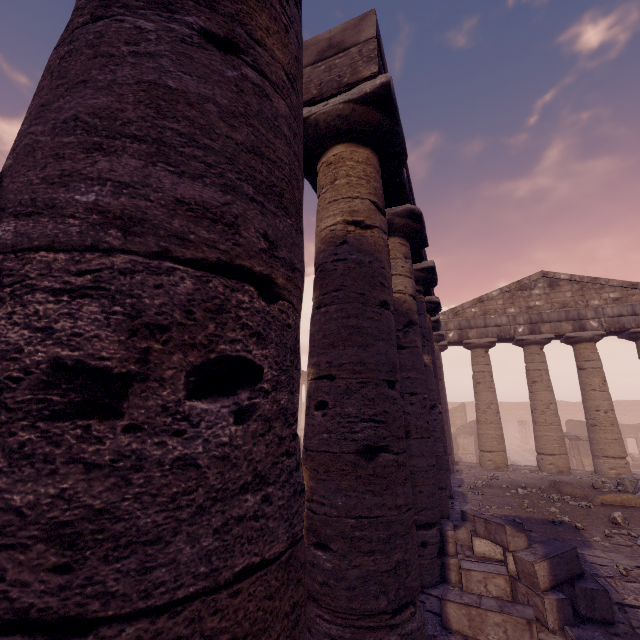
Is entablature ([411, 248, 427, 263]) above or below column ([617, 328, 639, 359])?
above

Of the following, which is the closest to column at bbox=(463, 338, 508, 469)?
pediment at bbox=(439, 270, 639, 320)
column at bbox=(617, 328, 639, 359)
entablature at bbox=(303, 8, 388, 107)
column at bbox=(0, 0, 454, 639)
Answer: entablature at bbox=(303, 8, 388, 107)

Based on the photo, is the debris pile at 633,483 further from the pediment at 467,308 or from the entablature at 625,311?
the pediment at 467,308

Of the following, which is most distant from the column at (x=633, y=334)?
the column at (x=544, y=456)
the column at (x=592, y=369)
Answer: the column at (x=544, y=456)

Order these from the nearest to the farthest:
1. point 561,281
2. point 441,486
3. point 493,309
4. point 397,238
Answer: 1. point 397,238
2. point 441,486
3. point 561,281
4. point 493,309

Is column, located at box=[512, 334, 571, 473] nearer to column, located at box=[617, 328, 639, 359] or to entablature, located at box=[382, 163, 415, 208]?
entablature, located at box=[382, 163, 415, 208]

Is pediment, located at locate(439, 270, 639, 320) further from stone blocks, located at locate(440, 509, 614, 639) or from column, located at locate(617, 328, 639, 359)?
stone blocks, located at locate(440, 509, 614, 639)

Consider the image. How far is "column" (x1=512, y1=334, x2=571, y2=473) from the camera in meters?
12.7
